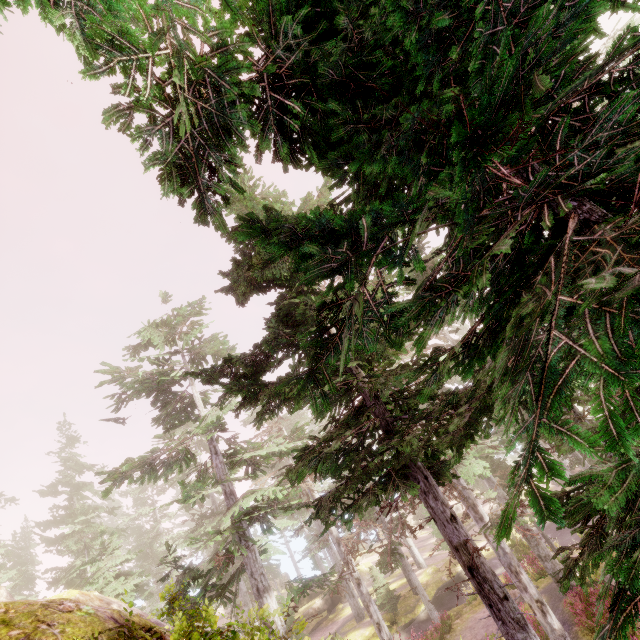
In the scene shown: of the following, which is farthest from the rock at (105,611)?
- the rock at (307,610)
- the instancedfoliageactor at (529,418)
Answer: the rock at (307,610)

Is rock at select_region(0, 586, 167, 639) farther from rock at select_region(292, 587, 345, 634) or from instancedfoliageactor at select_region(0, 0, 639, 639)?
rock at select_region(292, 587, 345, 634)

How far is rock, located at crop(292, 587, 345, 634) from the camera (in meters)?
33.16

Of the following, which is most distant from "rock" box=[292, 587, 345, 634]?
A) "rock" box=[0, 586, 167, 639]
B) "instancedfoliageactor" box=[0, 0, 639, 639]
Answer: "rock" box=[0, 586, 167, 639]

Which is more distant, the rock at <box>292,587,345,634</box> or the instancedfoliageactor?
the rock at <box>292,587,345,634</box>

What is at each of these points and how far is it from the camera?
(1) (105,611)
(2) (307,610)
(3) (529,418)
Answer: (1) rock, 2.76m
(2) rock, 34.44m
(3) instancedfoliageactor, 1.86m

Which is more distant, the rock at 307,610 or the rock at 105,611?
the rock at 307,610
